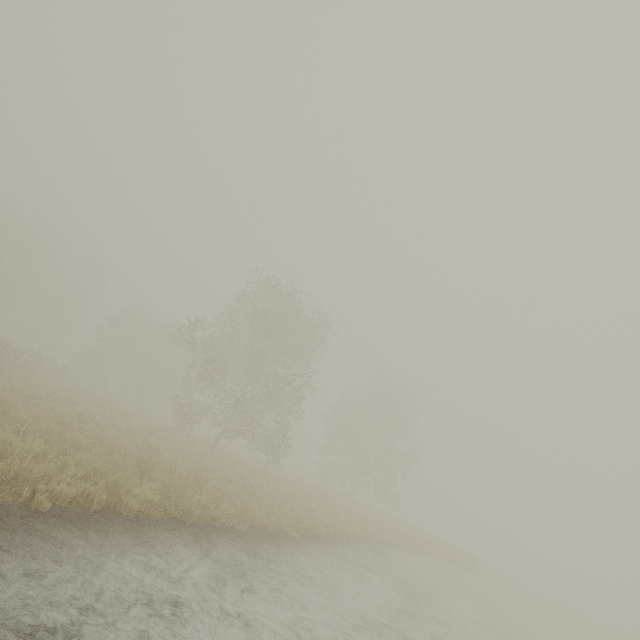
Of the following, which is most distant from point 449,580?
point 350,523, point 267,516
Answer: point 267,516
